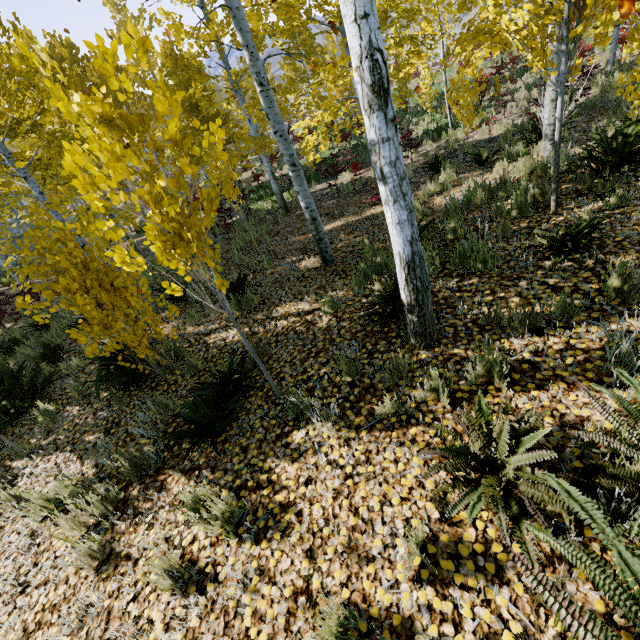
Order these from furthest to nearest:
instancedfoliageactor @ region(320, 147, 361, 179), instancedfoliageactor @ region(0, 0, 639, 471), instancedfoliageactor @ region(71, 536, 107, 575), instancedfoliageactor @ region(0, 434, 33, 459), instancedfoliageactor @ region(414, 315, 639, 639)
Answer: instancedfoliageactor @ region(320, 147, 361, 179) → instancedfoliageactor @ region(0, 434, 33, 459) → instancedfoliageactor @ region(71, 536, 107, 575) → instancedfoliageactor @ region(0, 0, 639, 471) → instancedfoliageactor @ region(414, 315, 639, 639)

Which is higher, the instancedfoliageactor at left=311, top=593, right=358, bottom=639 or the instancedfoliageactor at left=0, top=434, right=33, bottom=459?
the instancedfoliageactor at left=311, top=593, right=358, bottom=639

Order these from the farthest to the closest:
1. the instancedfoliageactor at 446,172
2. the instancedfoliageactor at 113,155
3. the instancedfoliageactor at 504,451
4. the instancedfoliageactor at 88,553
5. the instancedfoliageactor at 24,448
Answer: the instancedfoliageactor at 446,172
the instancedfoliageactor at 24,448
the instancedfoliageactor at 88,553
the instancedfoliageactor at 113,155
the instancedfoliageactor at 504,451

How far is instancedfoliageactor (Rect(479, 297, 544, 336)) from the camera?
3.0 meters

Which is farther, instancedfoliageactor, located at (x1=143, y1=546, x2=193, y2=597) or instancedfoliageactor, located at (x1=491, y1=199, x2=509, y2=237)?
instancedfoliageactor, located at (x1=491, y1=199, x2=509, y2=237)

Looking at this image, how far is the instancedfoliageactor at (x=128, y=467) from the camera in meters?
3.4 m

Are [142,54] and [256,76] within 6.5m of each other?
yes
